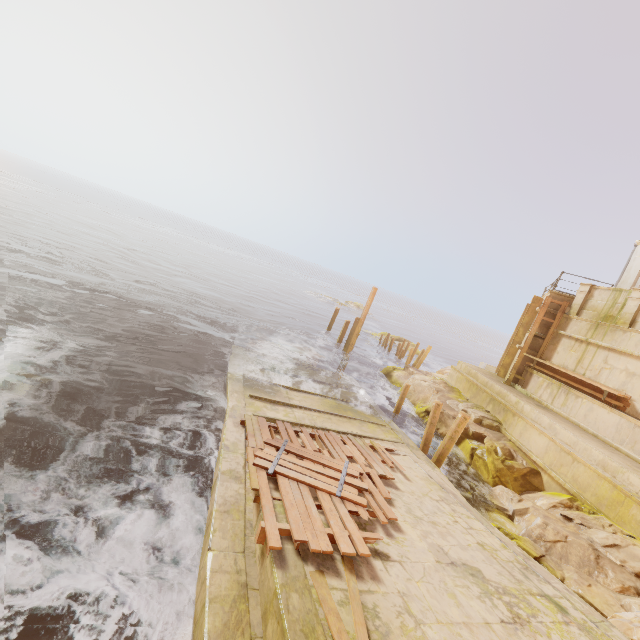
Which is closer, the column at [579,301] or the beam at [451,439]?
the beam at [451,439]

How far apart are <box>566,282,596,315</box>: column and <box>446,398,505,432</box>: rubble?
5.77m

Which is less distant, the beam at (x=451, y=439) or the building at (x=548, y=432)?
the building at (x=548, y=432)

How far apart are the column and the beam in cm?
803

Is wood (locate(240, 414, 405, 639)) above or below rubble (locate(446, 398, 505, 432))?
below

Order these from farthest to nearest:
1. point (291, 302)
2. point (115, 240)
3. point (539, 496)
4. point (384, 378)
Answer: point (291, 302)
point (115, 240)
point (384, 378)
point (539, 496)

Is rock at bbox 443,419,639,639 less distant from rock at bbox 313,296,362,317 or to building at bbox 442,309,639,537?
building at bbox 442,309,639,537

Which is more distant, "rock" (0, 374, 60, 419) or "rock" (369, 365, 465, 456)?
"rock" (369, 365, 465, 456)
